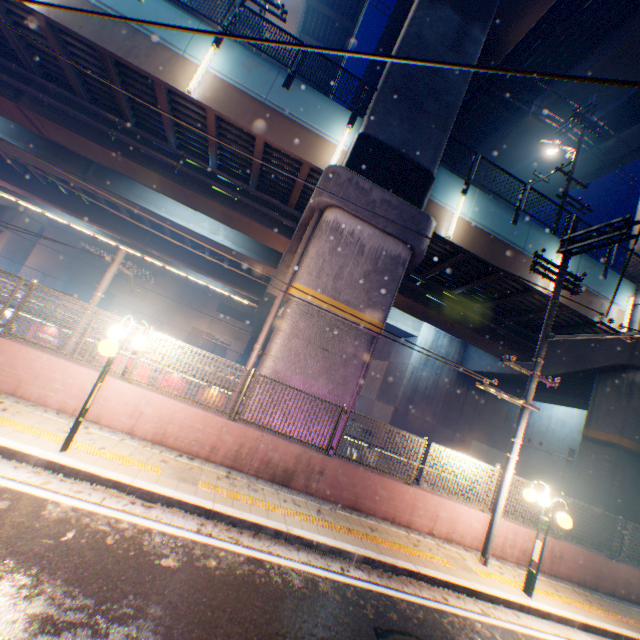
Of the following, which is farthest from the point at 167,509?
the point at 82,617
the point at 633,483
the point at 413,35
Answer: the point at 633,483

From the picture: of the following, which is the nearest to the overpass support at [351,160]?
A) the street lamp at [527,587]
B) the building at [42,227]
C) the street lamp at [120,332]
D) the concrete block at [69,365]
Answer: the concrete block at [69,365]

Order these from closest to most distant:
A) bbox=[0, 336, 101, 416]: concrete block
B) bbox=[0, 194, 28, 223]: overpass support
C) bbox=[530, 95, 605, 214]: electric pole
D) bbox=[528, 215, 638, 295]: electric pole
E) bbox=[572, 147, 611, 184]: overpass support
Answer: bbox=[0, 336, 101, 416]: concrete block < bbox=[528, 215, 638, 295]: electric pole < bbox=[530, 95, 605, 214]: electric pole < bbox=[572, 147, 611, 184]: overpass support < bbox=[0, 194, 28, 223]: overpass support

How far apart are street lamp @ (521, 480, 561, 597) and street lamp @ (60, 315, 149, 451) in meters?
9.2 m

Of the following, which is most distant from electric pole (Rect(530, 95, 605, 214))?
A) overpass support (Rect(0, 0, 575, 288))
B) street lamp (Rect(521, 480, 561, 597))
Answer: street lamp (Rect(521, 480, 561, 597))

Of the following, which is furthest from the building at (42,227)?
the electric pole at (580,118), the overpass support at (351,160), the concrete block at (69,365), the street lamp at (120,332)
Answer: the street lamp at (120,332)

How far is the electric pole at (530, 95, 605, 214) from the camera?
14.6 meters

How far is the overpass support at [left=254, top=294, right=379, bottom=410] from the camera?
9.5 meters
